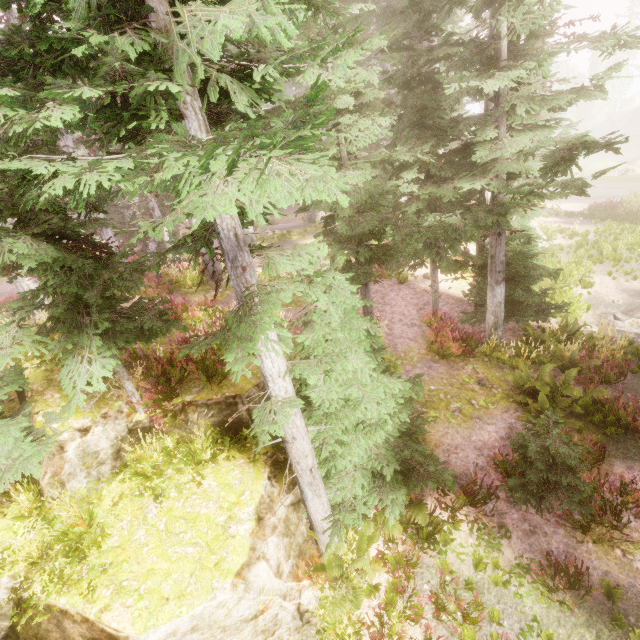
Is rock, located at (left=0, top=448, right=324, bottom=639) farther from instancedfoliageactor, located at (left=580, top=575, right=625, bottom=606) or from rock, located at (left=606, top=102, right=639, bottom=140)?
rock, located at (left=606, top=102, right=639, bottom=140)

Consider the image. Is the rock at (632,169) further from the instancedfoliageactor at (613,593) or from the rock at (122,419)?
the rock at (122,419)

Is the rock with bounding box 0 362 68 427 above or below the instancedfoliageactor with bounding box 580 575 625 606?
above

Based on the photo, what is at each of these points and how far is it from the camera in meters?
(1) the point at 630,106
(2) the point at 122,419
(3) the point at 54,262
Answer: (1) rock, 57.3
(2) rock, 6.1
(3) instancedfoliageactor, 4.8

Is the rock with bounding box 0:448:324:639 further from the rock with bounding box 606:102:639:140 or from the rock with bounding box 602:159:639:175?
the rock with bounding box 606:102:639:140

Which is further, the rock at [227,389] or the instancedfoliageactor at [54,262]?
the rock at [227,389]

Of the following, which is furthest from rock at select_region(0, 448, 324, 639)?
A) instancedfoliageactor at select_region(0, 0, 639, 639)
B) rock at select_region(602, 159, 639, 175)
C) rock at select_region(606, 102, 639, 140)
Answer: rock at select_region(606, 102, 639, 140)

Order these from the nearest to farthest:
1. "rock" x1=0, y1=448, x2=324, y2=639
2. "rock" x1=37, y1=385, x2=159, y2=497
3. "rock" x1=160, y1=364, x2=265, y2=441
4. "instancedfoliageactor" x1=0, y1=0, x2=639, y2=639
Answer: "instancedfoliageactor" x1=0, y1=0, x2=639, y2=639 → "rock" x1=0, y1=448, x2=324, y2=639 → "rock" x1=37, y1=385, x2=159, y2=497 → "rock" x1=160, y1=364, x2=265, y2=441
